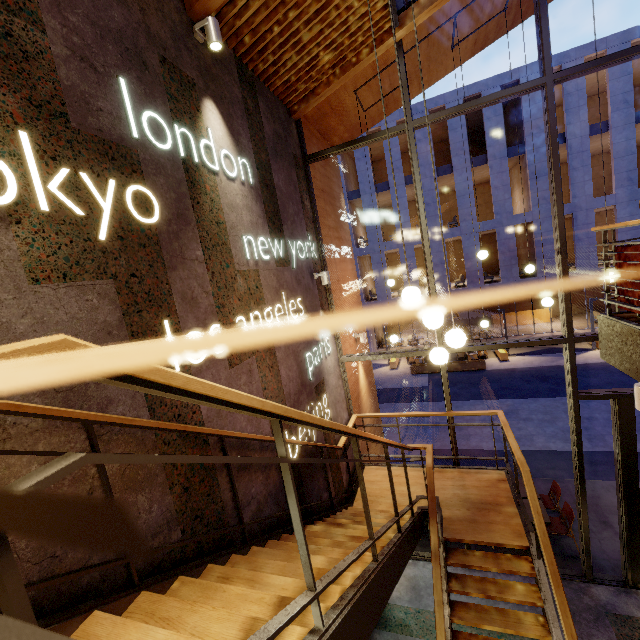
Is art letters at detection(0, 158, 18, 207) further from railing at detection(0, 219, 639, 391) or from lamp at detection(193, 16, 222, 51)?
lamp at detection(193, 16, 222, 51)

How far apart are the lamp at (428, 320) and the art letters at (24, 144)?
2.15m

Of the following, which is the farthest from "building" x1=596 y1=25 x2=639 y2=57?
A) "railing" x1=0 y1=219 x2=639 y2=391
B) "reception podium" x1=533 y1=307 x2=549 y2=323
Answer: "railing" x1=0 y1=219 x2=639 y2=391

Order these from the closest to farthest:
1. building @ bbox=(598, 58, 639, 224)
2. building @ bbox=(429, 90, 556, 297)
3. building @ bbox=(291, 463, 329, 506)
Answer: building @ bbox=(291, 463, 329, 506)
building @ bbox=(598, 58, 639, 224)
building @ bbox=(429, 90, 556, 297)

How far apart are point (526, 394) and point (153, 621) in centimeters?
1614cm

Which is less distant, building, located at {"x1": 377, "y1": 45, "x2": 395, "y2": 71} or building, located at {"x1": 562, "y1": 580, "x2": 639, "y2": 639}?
building, located at {"x1": 562, "y1": 580, "x2": 639, "y2": 639}

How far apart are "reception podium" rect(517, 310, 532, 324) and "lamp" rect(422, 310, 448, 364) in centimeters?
2545cm

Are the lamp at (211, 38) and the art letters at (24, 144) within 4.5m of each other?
yes
